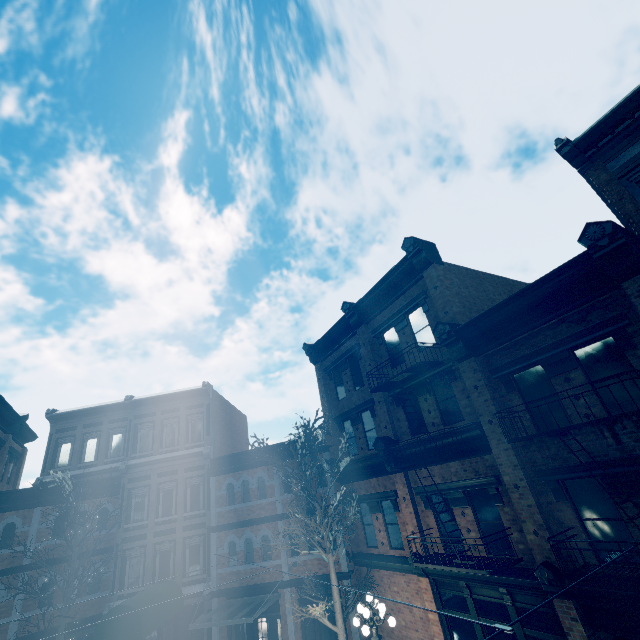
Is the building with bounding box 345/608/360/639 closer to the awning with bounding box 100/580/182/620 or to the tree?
the awning with bounding box 100/580/182/620

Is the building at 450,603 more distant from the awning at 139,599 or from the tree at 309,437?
the tree at 309,437

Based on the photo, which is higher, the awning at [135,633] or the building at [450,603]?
the building at [450,603]

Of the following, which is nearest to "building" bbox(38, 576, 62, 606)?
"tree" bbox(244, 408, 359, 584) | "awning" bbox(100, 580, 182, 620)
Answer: "awning" bbox(100, 580, 182, 620)

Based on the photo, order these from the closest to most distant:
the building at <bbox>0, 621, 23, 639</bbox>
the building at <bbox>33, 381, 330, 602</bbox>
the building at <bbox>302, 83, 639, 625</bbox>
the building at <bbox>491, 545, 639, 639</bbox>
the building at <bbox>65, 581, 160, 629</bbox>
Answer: the building at <bbox>491, 545, 639, 639</bbox> → the building at <bbox>302, 83, 639, 625</bbox> → the building at <bbox>0, 621, 23, 639</bbox> → the building at <bbox>65, 581, 160, 629</bbox> → the building at <bbox>33, 381, 330, 602</bbox>

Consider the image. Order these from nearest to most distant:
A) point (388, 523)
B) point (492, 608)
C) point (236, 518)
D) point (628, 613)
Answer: point (628, 613)
point (492, 608)
point (388, 523)
point (236, 518)
